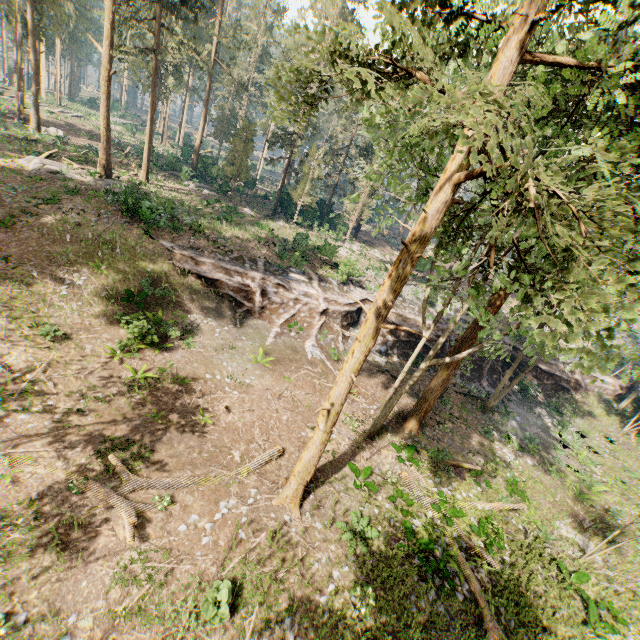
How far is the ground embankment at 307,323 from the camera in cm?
2212

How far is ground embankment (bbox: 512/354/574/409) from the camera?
29.65m

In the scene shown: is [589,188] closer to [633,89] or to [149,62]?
[633,89]

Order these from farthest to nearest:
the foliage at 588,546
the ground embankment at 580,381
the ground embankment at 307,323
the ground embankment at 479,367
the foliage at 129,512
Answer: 1. the ground embankment at 580,381
2. the ground embankment at 479,367
3. the ground embankment at 307,323
4. the foliage at 588,546
5. the foliage at 129,512

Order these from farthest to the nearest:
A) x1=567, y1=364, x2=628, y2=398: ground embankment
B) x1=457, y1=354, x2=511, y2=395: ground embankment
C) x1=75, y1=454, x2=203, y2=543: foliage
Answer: x1=567, y1=364, x2=628, y2=398: ground embankment, x1=457, y1=354, x2=511, y2=395: ground embankment, x1=75, y1=454, x2=203, y2=543: foliage

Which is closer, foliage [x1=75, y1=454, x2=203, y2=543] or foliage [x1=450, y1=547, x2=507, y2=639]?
foliage [x1=75, y1=454, x2=203, y2=543]

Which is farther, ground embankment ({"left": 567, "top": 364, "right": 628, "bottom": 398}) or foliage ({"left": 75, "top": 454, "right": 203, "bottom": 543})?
ground embankment ({"left": 567, "top": 364, "right": 628, "bottom": 398})
